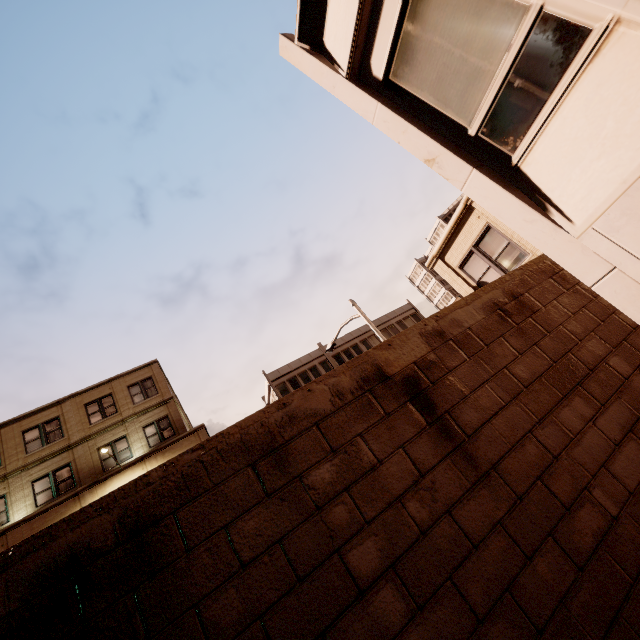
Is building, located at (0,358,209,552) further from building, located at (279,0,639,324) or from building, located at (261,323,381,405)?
building, located at (279,0,639,324)

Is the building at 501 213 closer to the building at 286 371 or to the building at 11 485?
the building at 11 485

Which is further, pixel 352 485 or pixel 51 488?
pixel 51 488

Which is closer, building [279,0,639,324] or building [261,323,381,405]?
building [279,0,639,324]

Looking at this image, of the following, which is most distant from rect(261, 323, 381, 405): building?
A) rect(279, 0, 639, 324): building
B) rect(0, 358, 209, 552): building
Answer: rect(279, 0, 639, 324): building

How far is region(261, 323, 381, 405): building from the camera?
32.3 meters

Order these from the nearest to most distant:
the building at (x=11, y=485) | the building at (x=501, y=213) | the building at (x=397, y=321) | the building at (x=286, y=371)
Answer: the building at (x=501, y=213) < the building at (x=11, y=485) < the building at (x=286, y=371) < the building at (x=397, y=321)
